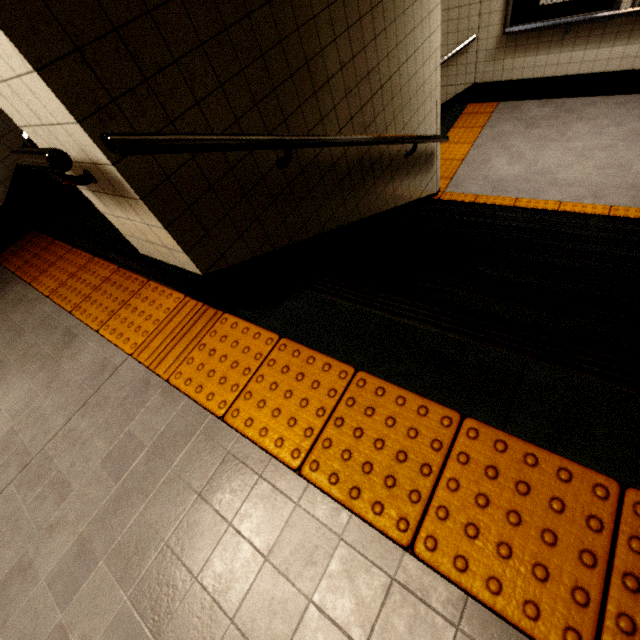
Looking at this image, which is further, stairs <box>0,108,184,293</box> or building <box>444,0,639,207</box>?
building <box>444,0,639,207</box>

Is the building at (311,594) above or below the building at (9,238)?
below

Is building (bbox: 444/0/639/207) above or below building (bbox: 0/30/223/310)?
below

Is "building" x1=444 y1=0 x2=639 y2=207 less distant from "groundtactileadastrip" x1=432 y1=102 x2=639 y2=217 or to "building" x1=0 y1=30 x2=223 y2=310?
"groundtactileadastrip" x1=432 y1=102 x2=639 y2=217

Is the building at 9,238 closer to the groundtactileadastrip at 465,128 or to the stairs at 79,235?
the stairs at 79,235

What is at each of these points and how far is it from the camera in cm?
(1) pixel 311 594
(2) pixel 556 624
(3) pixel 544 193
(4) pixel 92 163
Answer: (1) building, 102
(2) groundtactileadastrip, 83
(3) building, 391
(4) building, 123

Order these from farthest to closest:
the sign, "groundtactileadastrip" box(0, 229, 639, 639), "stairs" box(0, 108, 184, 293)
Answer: the sign → "stairs" box(0, 108, 184, 293) → "groundtactileadastrip" box(0, 229, 639, 639)

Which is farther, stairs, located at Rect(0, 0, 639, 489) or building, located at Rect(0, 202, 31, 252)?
building, located at Rect(0, 202, 31, 252)
